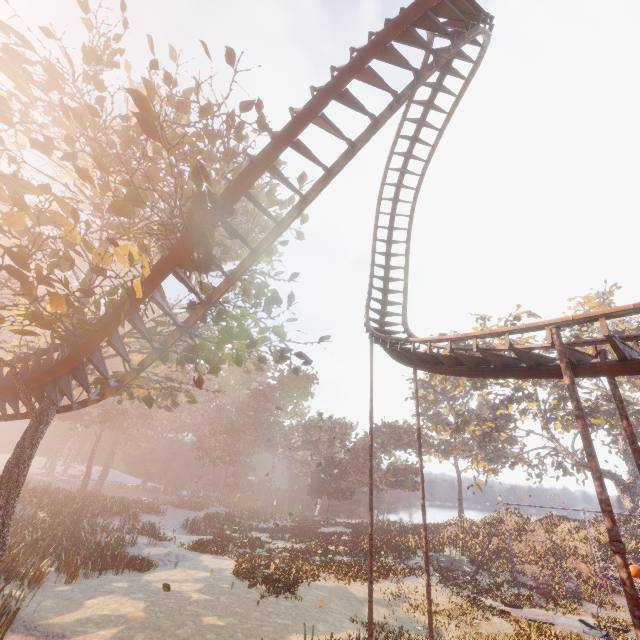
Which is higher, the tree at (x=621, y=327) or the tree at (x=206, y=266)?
the tree at (x=621, y=327)

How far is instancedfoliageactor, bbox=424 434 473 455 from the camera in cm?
5481

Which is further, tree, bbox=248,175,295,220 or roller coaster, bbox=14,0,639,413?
tree, bbox=248,175,295,220

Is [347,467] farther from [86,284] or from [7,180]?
[7,180]

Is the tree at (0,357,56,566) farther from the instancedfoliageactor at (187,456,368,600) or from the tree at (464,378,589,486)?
the tree at (464,378,589,486)

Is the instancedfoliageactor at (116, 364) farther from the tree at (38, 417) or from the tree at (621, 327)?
the tree at (621, 327)

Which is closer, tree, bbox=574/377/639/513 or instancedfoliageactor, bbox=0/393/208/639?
instancedfoliageactor, bbox=0/393/208/639

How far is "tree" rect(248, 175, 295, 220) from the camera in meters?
13.4 m
